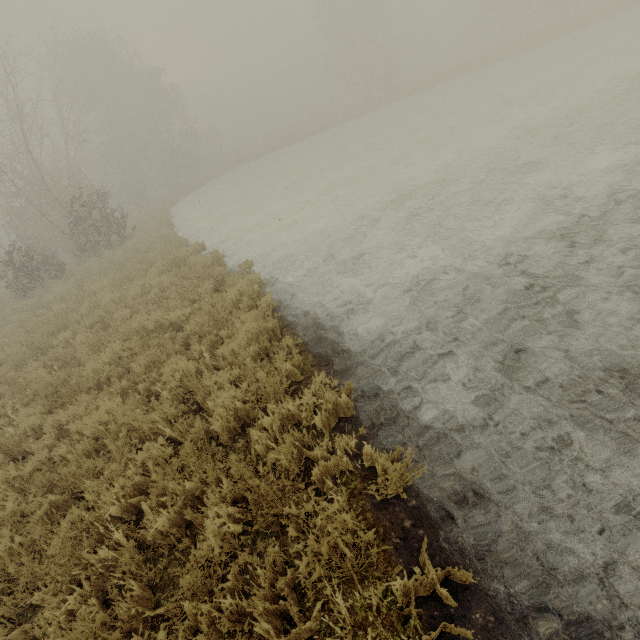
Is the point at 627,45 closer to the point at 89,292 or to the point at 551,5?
the point at 551,5
